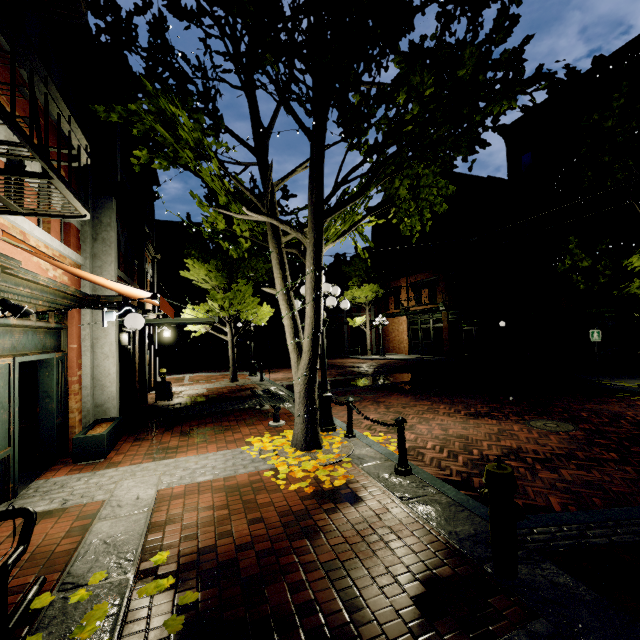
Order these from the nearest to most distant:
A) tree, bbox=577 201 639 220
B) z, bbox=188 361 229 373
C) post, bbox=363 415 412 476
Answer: post, bbox=363 415 412 476
tree, bbox=577 201 639 220
z, bbox=188 361 229 373

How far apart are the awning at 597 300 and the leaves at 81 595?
16.1m

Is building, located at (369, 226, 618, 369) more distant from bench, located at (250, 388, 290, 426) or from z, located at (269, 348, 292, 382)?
bench, located at (250, 388, 290, 426)

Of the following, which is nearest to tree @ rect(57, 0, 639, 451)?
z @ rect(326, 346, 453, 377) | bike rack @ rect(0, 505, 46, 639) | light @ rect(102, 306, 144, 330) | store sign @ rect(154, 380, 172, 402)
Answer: z @ rect(326, 346, 453, 377)

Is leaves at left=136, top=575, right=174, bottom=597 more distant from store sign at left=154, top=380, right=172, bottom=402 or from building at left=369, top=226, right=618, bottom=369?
store sign at left=154, top=380, right=172, bottom=402

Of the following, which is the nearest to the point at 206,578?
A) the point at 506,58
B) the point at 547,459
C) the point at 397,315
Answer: the point at 547,459

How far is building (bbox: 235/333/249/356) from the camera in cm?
3603

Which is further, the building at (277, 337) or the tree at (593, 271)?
the building at (277, 337)
